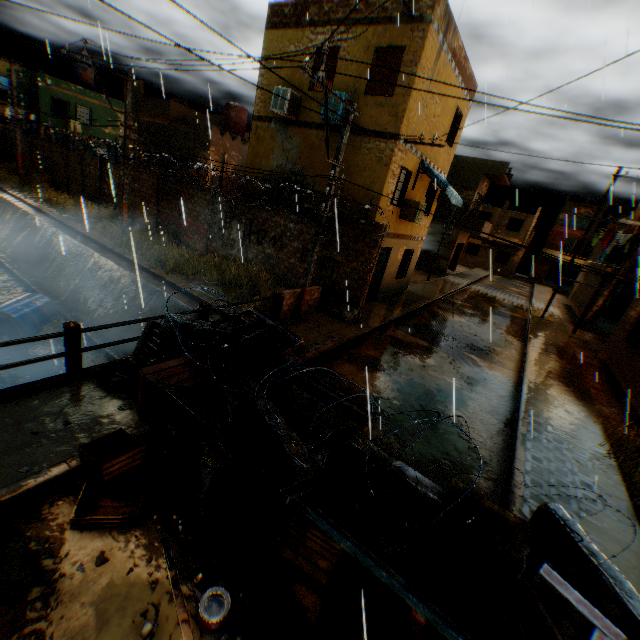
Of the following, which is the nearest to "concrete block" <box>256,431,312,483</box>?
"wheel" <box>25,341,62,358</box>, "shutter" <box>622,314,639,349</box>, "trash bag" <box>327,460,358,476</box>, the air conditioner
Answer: "trash bag" <box>327,460,358,476</box>

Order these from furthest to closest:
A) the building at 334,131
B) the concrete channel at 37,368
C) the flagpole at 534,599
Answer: the building at 334,131 < the concrete channel at 37,368 < the flagpole at 534,599

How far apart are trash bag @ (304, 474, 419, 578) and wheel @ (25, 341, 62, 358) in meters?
10.5 m

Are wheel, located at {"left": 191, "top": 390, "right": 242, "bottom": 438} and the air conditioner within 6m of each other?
no

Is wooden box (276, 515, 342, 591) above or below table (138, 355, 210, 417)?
below

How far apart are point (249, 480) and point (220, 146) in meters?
22.0 m

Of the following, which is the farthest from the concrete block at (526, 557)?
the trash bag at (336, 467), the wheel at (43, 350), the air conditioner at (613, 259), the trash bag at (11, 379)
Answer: the air conditioner at (613, 259)

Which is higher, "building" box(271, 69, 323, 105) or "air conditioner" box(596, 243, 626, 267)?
"building" box(271, 69, 323, 105)
